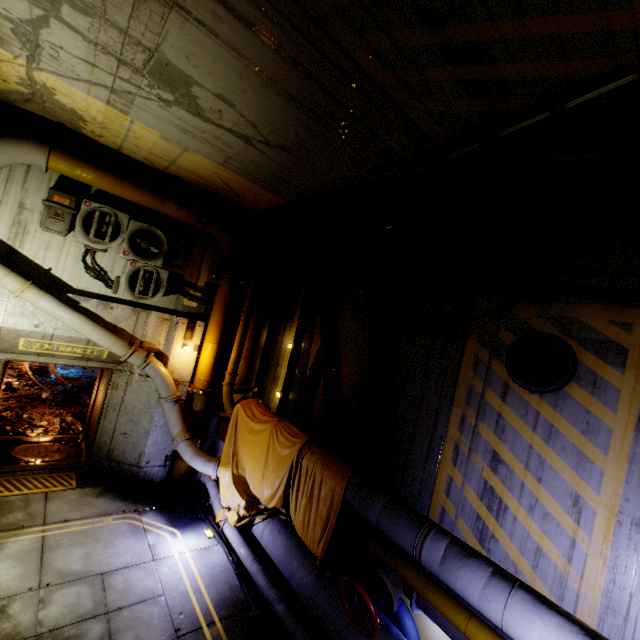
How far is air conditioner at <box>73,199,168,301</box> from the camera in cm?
631

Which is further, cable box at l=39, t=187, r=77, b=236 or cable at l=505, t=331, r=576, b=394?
cable box at l=39, t=187, r=77, b=236

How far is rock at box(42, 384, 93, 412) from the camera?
10.4 meters

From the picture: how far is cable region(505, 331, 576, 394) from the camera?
4.1m

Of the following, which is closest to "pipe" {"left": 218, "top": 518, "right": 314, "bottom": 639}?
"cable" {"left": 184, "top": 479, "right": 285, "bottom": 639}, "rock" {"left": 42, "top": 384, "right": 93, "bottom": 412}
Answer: "cable" {"left": 184, "top": 479, "right": 285, "bottom": 639}

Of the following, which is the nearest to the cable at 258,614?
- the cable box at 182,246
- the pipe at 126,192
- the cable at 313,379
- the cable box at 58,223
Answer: the pipe at 126,192

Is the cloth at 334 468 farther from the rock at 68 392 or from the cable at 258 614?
the rock at 68 392

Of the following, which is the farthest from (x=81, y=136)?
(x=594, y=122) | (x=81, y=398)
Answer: (x=81, y=398)
